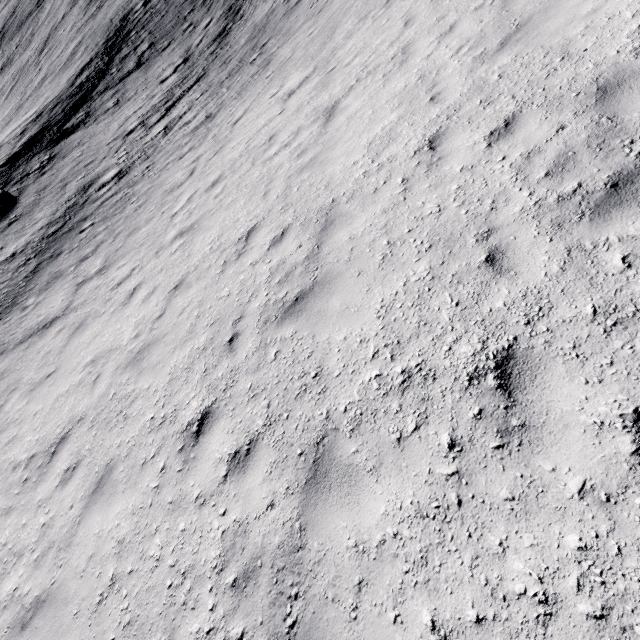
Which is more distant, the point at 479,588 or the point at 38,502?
the point at 38,502
